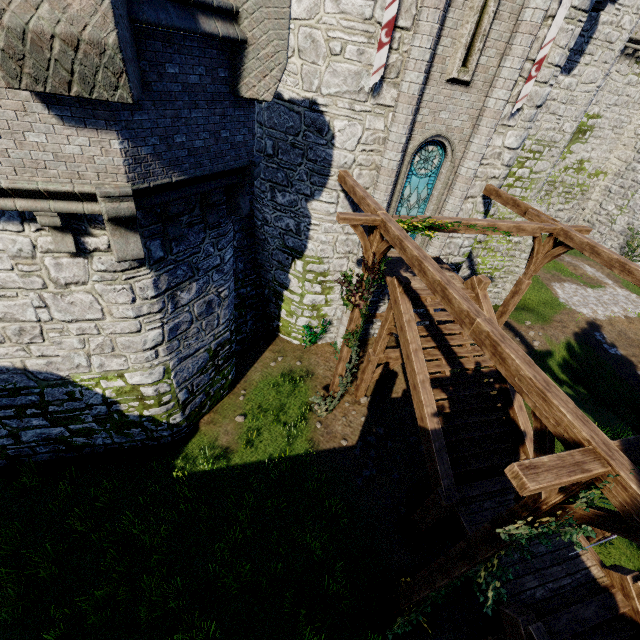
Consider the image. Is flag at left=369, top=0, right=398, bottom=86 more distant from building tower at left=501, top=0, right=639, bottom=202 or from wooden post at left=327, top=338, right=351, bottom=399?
wooden post at left=327, top=338, right=351, bottom=399

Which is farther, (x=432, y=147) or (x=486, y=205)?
(x=486, y=205)

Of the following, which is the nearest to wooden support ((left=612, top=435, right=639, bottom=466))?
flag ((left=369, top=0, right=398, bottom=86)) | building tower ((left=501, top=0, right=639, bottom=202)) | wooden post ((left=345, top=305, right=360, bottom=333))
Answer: wooden post ((left=345, top=305, right=360, bottom=333))

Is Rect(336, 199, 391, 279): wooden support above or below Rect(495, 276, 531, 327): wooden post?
above

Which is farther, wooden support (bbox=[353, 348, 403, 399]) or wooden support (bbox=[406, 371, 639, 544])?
wooden support (bbox=[353, 348, 403, 399])

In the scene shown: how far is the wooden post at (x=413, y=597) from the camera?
4.8m

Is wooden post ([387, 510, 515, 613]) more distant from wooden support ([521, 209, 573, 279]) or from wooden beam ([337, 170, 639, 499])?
wooden support ([521, 209, 573, 279])

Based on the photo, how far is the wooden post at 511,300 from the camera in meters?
10.6 m
